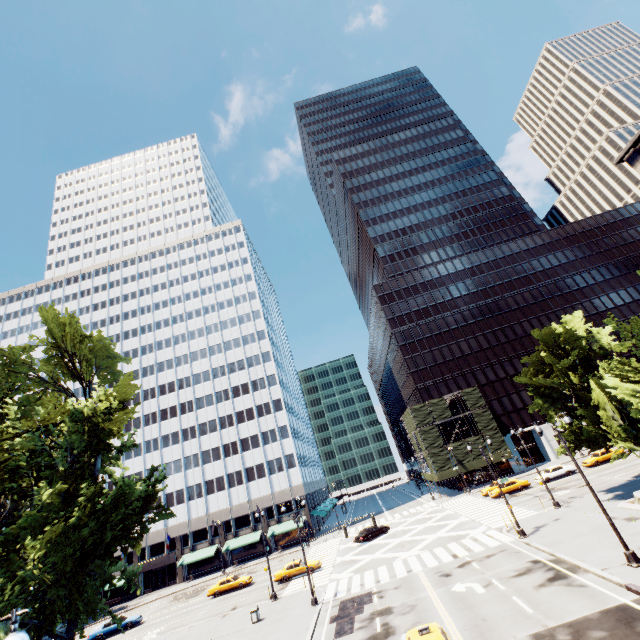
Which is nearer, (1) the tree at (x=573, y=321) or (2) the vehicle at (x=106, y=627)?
(1) the tree at (x=573, y=321)

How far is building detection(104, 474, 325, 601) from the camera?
55.69m

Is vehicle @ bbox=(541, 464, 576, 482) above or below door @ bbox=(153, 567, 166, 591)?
below

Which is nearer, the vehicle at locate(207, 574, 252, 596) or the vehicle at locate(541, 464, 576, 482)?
the vehicle at locate(207, 574, 252, 596)

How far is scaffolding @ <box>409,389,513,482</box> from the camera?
54.8m

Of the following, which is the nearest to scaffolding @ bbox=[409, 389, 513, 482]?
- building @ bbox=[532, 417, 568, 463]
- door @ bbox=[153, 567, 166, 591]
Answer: building @ bbox=[532, 417, 568, 463]

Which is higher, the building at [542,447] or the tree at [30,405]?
the tree at [30,405]

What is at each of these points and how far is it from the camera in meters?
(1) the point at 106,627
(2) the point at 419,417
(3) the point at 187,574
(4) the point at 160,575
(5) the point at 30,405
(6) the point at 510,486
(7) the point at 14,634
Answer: (1) vehicle, 35.7 m
(2) scaffolding, 59.1 m
(3) building, 55.9 m
(4) door, 56.5 m
(5) tree, 15.2 m
(6) vehicle, 41.9 m
(7) light, 4.7 m
